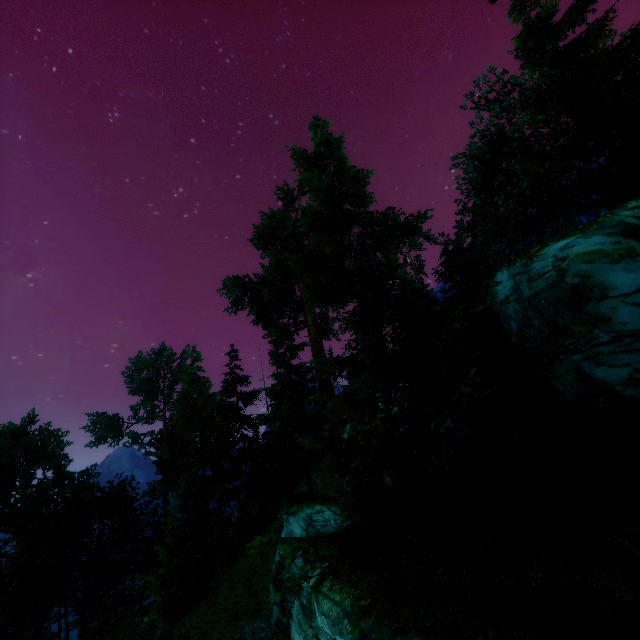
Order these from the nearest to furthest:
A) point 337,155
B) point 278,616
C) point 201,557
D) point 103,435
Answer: point 278,616 → point 337,155 → point 201,557 → point 103,435
